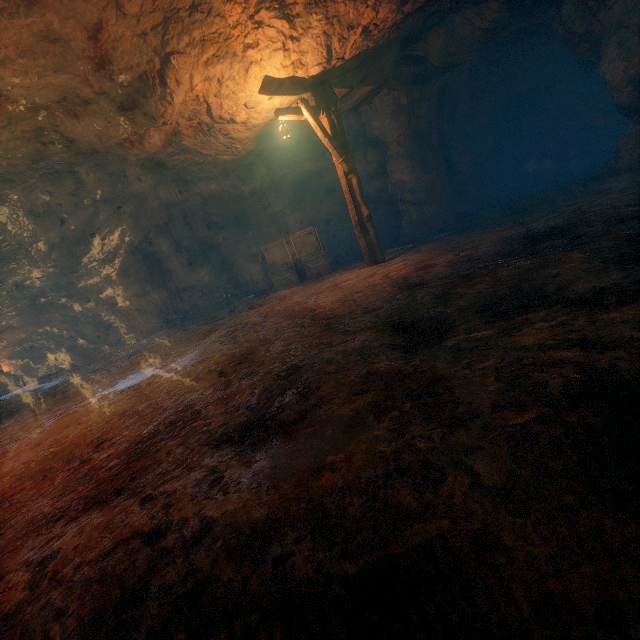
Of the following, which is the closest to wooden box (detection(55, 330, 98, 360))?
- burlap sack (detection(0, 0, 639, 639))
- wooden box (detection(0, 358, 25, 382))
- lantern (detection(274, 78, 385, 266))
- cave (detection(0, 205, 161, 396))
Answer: cave (detection(0, 205, 161, 396))

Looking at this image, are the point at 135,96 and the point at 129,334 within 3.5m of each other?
no

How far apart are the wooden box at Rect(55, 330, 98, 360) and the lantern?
16.7m

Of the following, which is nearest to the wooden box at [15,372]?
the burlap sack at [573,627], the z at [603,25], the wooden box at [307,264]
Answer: the burlap sack at [573,627]

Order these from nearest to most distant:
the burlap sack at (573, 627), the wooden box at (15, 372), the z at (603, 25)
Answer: the burlap sack at (573, 627), the z at (603, 25), the wooden box at (15, 372)

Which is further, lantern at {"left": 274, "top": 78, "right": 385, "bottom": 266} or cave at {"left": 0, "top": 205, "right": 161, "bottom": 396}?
cave at {"left": 0, "top": 205, "right": 161, "bottom": 396}

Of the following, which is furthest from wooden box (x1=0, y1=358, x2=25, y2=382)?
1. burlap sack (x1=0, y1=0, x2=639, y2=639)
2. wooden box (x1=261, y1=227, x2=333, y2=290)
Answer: wooden box (x1=261, y1=227, x2=333, y2=290)

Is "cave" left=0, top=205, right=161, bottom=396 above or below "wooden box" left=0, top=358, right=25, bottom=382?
above
